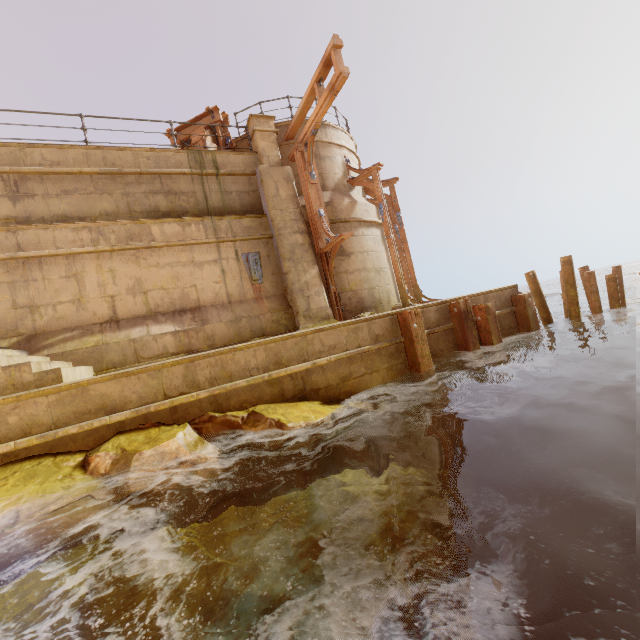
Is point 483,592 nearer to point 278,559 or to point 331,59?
point 278,559

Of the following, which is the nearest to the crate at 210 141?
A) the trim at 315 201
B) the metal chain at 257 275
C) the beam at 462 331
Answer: the trim at 315 201

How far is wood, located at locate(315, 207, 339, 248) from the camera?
9.4m

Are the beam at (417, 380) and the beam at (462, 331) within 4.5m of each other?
yes

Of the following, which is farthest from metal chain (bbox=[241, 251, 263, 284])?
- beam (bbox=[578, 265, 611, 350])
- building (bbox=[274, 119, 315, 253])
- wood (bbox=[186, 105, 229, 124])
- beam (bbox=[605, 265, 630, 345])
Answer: beam (bbox=[605, 265, 630, 345])

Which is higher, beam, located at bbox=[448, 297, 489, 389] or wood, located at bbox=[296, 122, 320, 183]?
wood, located at bbox=[296, 122, 320, 183]

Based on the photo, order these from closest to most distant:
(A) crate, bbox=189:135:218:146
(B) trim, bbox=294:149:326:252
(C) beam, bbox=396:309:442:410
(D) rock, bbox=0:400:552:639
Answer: (D) rock, bbox=0:400:552:639
(C) beam, bbox=396:309:442:410
(B) trim, bbox=294:149:326:252
(A) crate, bbox=189:135:218:146

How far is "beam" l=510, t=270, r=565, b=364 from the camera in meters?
9.3
